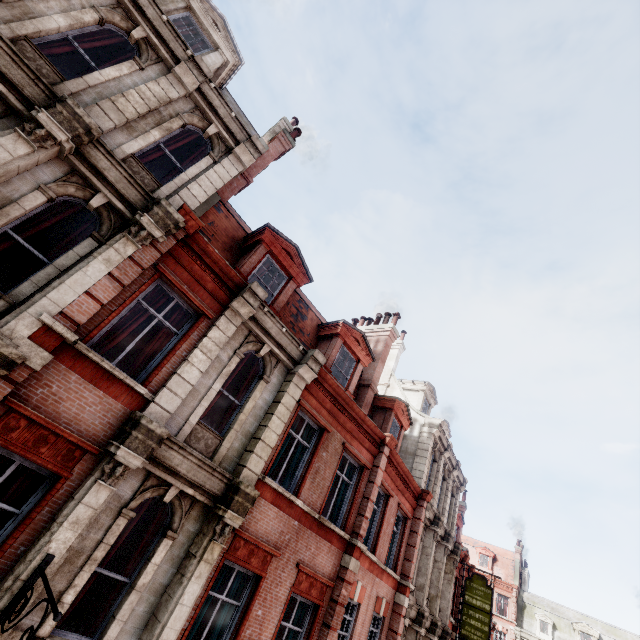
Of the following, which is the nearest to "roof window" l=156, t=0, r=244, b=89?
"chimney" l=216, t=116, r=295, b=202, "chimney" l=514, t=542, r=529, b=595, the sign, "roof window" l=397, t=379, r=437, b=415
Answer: "chimney" l=216, t=116, r=295, b=202

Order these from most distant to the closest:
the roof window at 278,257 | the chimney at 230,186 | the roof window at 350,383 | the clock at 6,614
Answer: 1. the roof window at 350,383
2. the chimney at 230,186
3. the roof window at 278,257
4. the clock at 6,614

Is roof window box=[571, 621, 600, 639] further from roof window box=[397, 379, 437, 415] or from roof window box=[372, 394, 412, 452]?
roof window box=[372, 394, 412, 452]

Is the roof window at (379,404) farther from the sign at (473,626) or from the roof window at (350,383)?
the sign at (473,626)

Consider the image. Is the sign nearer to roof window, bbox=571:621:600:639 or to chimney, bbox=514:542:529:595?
roof window, bbox=571:621:600:639

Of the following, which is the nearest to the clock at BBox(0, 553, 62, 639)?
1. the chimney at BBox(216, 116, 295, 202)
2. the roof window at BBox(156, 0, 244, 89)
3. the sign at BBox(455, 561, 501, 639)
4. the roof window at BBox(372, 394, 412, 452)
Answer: the chimney at BBox(216, 116, 295, 202)

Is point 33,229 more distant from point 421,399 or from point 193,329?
point 421,399

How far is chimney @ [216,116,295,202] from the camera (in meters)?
11.46
